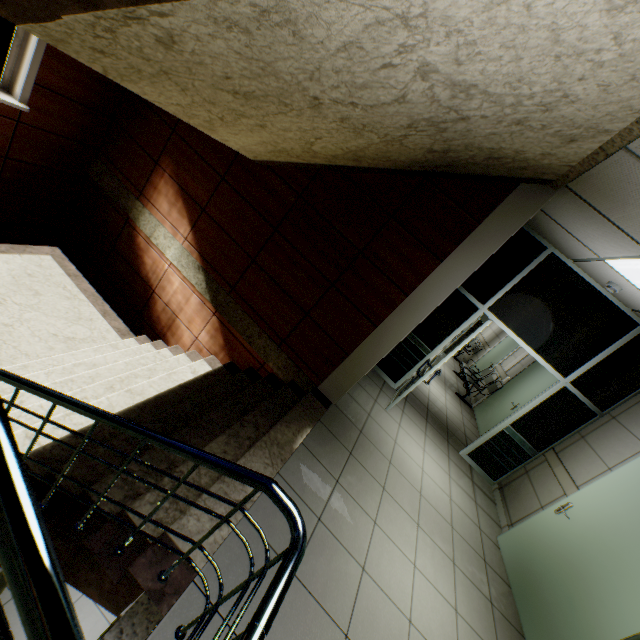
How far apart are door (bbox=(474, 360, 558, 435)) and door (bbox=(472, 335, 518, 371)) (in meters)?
1.66

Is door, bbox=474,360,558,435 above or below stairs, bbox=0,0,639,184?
below

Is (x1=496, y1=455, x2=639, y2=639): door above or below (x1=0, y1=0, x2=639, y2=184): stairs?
below

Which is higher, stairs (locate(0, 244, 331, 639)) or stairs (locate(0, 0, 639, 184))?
stairs (locate(0, 0, 639, 184))

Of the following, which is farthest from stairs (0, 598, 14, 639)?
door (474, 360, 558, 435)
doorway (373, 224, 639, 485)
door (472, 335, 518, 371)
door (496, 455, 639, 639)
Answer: door (472, 335, 518, 371)

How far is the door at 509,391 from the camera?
6.7 meters

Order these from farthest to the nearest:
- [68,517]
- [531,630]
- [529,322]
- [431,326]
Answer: [431,326] → [529,322] → [531,630] → [68,517]

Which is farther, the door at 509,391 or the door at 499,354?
the door at 499,354
